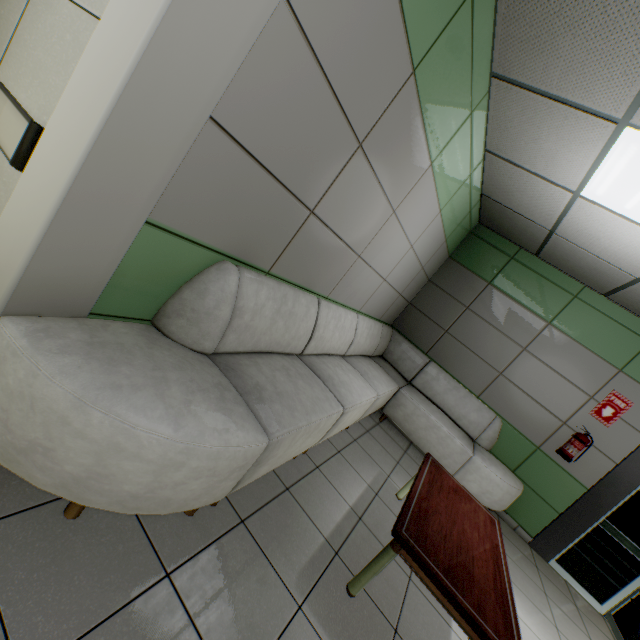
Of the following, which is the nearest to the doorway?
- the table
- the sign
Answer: the sign

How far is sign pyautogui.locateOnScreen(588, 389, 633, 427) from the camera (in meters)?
4.23

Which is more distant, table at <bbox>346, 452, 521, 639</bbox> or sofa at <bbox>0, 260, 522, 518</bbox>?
table at <bbox>346, 452, 521, 639</bbox>

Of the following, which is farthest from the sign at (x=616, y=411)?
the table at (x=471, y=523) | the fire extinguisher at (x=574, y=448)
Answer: the table at (x=471, y=523)

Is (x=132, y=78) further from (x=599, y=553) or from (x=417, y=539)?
(x=599, y=553)

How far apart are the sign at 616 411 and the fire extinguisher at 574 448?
0.2 meters

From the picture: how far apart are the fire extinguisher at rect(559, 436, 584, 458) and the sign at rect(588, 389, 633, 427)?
0.2m

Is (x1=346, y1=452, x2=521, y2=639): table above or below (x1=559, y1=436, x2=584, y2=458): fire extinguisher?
below
